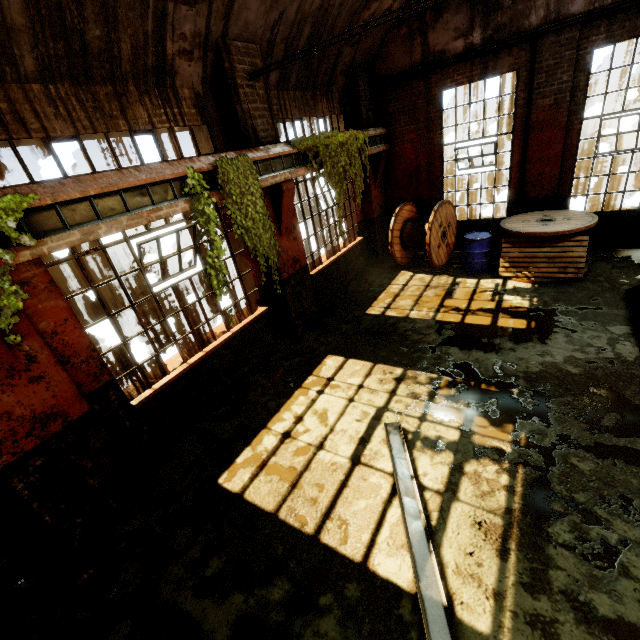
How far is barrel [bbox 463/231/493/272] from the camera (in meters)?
8.39

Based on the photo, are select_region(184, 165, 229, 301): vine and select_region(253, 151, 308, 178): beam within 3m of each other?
yes

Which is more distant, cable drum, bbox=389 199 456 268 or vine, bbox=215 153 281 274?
cable drum, bbox=389 199 456 268

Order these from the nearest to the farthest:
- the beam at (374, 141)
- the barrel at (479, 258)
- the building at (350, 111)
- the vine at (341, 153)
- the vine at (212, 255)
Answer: the building at (350, 111) → the vine at (212, 255) → the vine at (341, 153) → the barrel at (479, 258) → the beam at (374, 141)

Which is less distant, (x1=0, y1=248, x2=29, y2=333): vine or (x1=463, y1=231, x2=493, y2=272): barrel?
(x1=0, y1=248, x2=29, y2=333): vine

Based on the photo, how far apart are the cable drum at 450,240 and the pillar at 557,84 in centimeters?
238cm

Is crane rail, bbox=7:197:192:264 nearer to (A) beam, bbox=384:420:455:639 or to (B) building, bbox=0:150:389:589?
(B) building, bbox=0:150:389:589

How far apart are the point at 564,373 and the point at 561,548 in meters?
2.8 m
